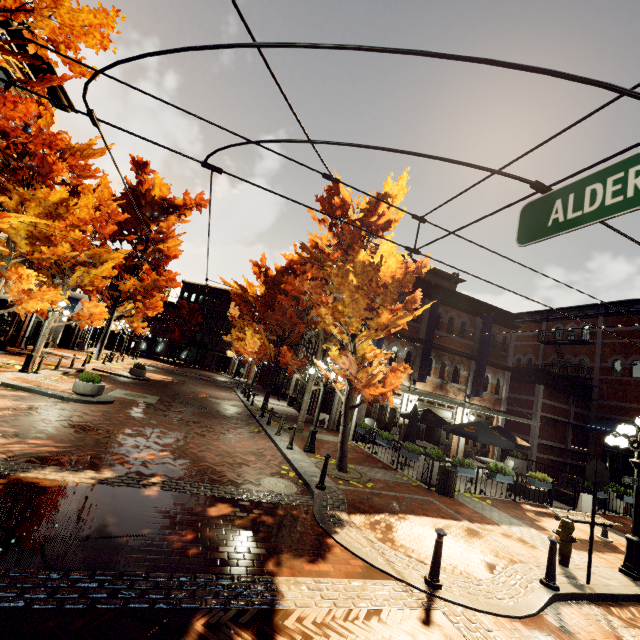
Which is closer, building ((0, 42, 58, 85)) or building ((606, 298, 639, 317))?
building ((0, 42, 58, 85))

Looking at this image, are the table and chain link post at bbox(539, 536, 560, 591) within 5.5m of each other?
no

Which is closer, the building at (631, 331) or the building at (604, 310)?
the building at (631, 331)

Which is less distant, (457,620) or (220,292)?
(457,620)

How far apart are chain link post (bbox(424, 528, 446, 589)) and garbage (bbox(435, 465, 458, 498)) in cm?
545

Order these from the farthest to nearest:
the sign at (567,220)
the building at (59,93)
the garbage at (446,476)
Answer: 1. the building at (59,93)
2. the garbage at (446,476)
3. the sign at (567,220)

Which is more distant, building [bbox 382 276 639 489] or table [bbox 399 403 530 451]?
building [bbox 382 276 639 489]

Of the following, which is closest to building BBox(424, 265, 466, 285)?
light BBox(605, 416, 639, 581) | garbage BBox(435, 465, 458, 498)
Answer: garbage BBox(435, 465, 458, 498)
